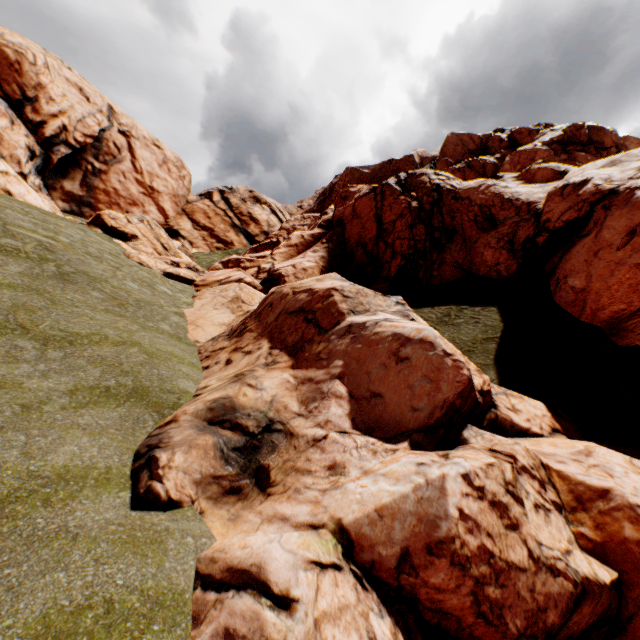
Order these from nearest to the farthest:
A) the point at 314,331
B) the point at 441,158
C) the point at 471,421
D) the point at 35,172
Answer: the point at 471,421, the point at 314,331, the point at 35,172, the point at 441,158
